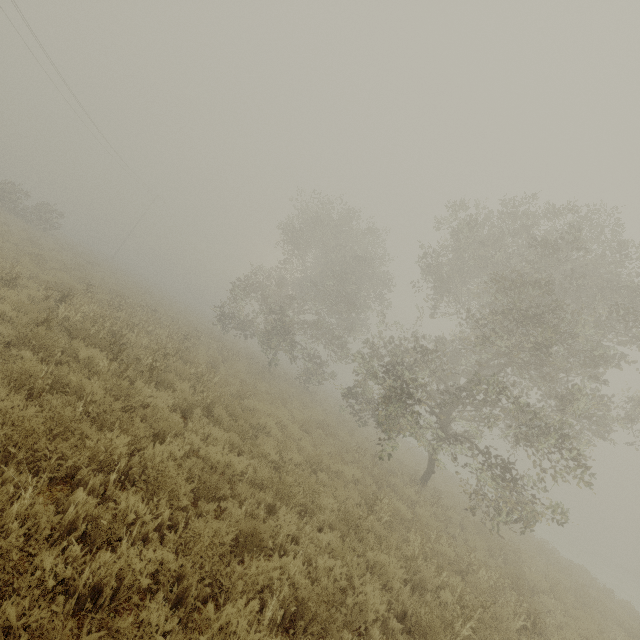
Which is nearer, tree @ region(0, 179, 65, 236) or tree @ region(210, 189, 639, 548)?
tree @ region(210, 189, 639, 548)

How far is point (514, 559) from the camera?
12.0m

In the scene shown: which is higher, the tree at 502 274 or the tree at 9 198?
the tree at 502 274

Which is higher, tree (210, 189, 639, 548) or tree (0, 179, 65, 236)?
tree (210, 189, 639, 548)

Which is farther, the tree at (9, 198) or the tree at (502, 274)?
the tree at (9, 198)
